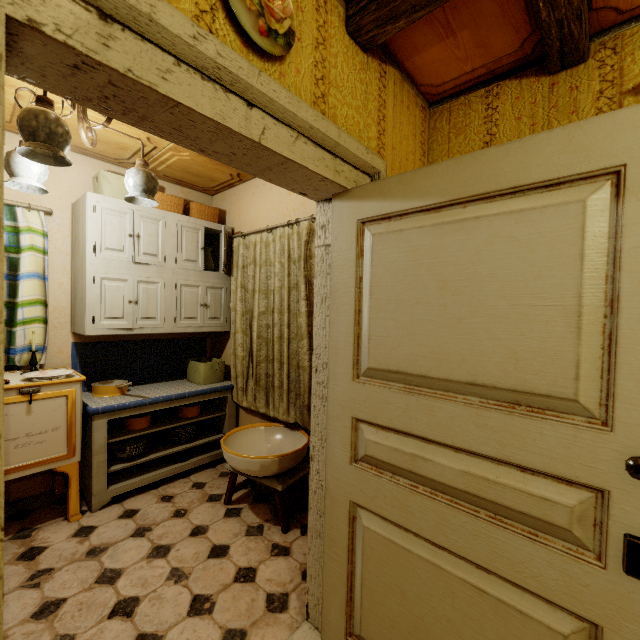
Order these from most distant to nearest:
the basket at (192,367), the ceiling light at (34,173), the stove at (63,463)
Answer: Result: the basket at (192,367) < the stove at (63,463) < the ceiling light at (34,173)

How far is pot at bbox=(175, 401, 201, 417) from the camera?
3.1 meters

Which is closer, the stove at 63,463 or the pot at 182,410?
the stove at 63,463

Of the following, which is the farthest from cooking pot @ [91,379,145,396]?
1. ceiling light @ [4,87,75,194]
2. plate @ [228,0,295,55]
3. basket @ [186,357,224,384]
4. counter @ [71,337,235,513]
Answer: plate @ [228,0,295,55]

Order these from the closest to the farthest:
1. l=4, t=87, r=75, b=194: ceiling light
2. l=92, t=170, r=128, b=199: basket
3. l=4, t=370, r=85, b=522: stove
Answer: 1. l=4, t=87, r=75, b=194: ceiling light
2. l=4, t=370, r=85, b=522: stove
3. l=92, t=170, r=128, b=199: basket

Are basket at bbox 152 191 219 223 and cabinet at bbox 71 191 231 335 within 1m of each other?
yes

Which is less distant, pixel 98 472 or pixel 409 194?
pixel 409 194

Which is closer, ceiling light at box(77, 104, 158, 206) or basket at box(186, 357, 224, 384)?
ceiling light at box(77, 104, 158, 206)
